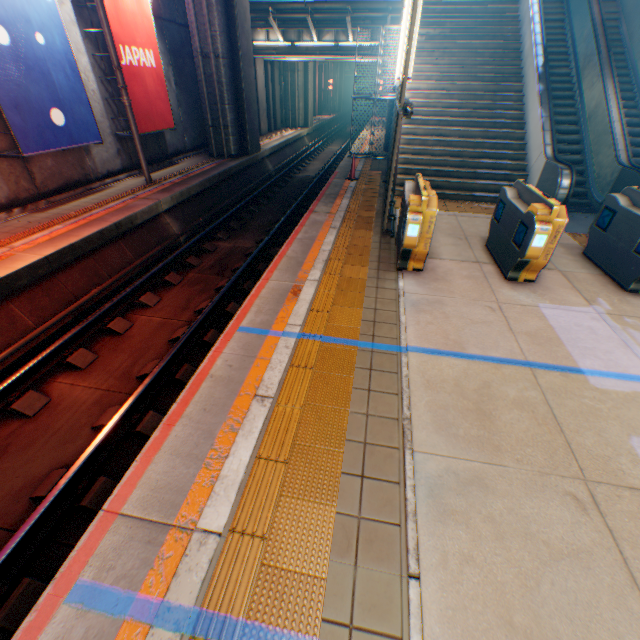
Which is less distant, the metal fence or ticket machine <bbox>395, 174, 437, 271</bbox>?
ticket machine <bbox>395, 174, 437, 271</bbox>

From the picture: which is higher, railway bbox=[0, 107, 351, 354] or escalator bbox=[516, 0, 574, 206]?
escalator bbox=[516, 0, 574, 206]

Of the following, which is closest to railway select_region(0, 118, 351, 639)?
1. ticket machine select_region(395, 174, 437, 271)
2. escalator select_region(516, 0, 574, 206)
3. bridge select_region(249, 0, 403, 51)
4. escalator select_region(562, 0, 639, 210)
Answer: ticket machine select_region(395, 174, 437, 271)

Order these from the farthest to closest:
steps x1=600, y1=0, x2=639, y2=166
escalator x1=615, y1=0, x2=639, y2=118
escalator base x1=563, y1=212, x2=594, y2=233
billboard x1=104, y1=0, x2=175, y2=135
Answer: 1. escalator x1=615, y1=0, x2=639, y2=118
2. steps x1=600, y1=0, x2=639, y2=166
3. billboard x1=104, y1=0, x2=175, y2=135
4. escalator base x1=563, y1=212, x2=594, y2=233

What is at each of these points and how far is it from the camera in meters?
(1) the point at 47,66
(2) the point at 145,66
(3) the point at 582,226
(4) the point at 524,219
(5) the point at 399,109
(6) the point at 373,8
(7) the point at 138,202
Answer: (1) billboard, 8.0
(2) billboard, 11.1
(3) escalator base, 8.3
(4) ticket machine, 5.4
(5) metal fence, 7.4
(6) bridge, 14.4
(7) railway, 9.4

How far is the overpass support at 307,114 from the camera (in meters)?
24.58

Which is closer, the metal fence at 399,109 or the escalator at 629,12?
the metal fence at 399,109

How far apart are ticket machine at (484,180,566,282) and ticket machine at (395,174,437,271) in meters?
1.4 m
